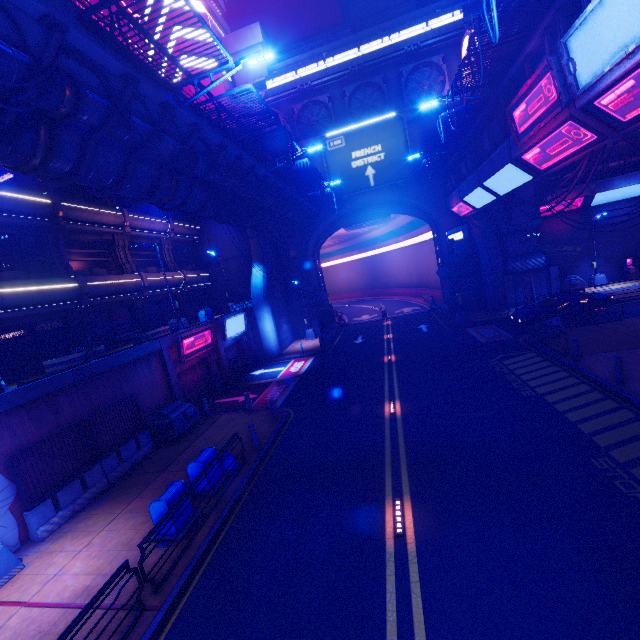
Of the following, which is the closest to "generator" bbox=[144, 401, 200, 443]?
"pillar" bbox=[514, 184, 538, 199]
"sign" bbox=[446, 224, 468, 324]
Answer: "sign" bbox=[446, 224, 468, 324]

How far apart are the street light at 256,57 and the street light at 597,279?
30.22m

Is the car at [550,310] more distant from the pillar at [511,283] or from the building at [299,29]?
the building at [299,29]

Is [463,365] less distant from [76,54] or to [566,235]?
[76,54]

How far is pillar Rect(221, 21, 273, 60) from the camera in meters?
31.0 m

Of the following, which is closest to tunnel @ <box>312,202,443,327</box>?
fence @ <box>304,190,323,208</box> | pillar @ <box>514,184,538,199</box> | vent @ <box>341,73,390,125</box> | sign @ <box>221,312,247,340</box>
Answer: pillar @ <box>514,184,538,199</box>

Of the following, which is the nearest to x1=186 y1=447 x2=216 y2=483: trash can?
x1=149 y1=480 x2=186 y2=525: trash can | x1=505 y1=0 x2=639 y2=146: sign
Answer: x1=149 y1=480 x2=186 y2=525: trash can

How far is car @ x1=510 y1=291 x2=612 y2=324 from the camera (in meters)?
19.92
